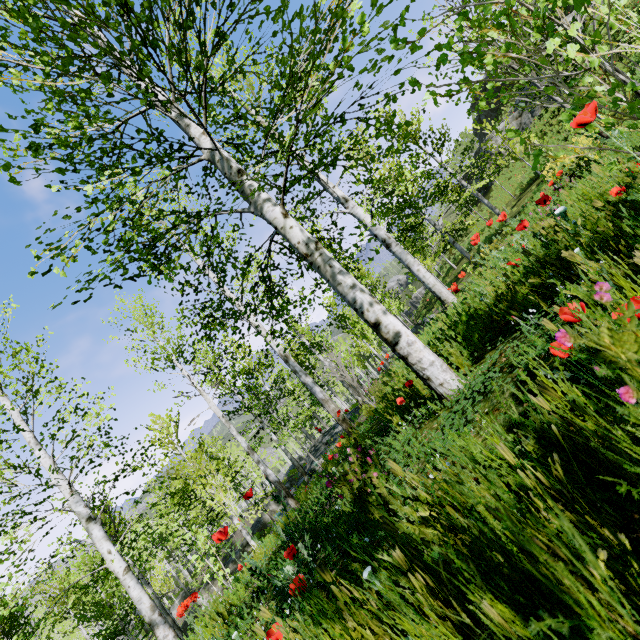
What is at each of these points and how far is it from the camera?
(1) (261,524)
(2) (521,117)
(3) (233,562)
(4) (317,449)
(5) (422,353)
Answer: (1) rock, 24.2 meters
(2) rock, 27.5 meters
(3) rock, 22.6 meters
(4) rock, 17.2 meters
(5) instancedfoliageactor, 2.8 meters

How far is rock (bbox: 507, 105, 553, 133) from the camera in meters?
24.1 m

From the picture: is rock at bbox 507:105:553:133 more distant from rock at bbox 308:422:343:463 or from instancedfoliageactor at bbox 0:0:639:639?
instancedfoliageactor at bbox 0:0:639:639

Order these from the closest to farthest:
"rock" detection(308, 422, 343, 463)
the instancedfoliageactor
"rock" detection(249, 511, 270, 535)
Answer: the instancedfoliageactor < "rock" detection(308, 422, 343, 463) < "rock" detection(249, 511, 270, 535)

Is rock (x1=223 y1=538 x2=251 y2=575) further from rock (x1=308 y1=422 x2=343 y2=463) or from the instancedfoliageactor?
the instancedfoliageactor

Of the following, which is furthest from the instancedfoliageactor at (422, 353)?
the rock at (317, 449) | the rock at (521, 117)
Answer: the rock at (521, 117)

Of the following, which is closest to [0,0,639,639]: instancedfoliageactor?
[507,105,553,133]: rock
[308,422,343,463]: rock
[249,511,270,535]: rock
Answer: [308,422,343,463]: rock

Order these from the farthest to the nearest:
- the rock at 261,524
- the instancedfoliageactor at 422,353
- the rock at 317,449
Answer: the rock at 261,524 < the rock at 317,449 < the instancedfoliageactor at 422,353
